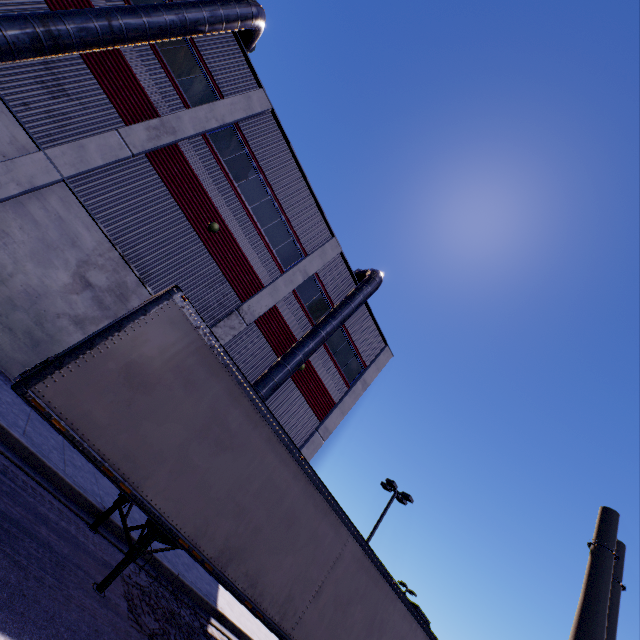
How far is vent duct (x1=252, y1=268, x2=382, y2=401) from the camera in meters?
13.9 m

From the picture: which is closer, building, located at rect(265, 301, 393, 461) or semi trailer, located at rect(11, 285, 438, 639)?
semi trailer, located at rect(11, 285, 438, 639)

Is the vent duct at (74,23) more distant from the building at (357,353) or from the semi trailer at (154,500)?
the semi trailer at (154,500)

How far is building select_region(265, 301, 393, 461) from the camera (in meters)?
16.73

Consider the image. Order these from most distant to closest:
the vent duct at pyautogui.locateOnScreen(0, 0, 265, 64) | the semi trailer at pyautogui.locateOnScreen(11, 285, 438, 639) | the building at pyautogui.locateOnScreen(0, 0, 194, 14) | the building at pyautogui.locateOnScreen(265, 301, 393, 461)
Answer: the building at pyautogui.locateOnScreen(265, 301, 393, 461) < the building at pyautogui.locateOnScreen(0, 0, 194, 14) < the vent duct at pyautogui.locateOnScreen(0, 0, 265, 64) < the semi trailer at pyautogui.locateOnScreen(11, 285, 438, 639)

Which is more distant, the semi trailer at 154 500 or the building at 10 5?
the building at 10 5

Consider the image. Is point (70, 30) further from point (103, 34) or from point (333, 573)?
point (333, 573)
